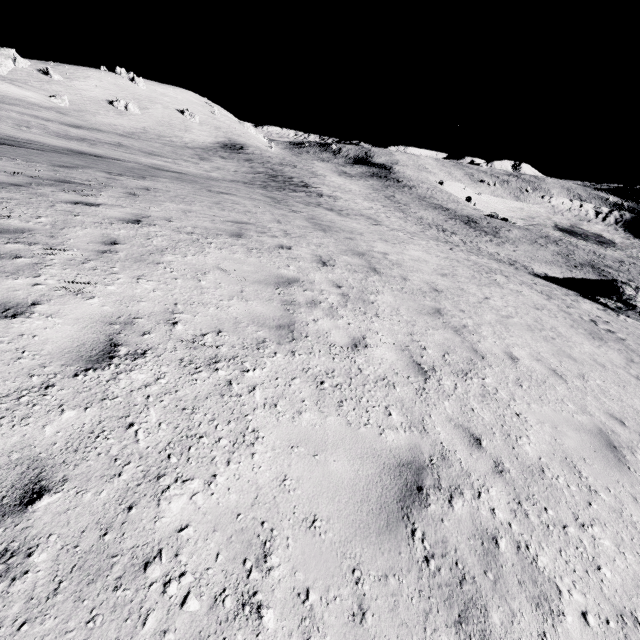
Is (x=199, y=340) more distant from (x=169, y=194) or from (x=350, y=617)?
(x=169, y=194)
